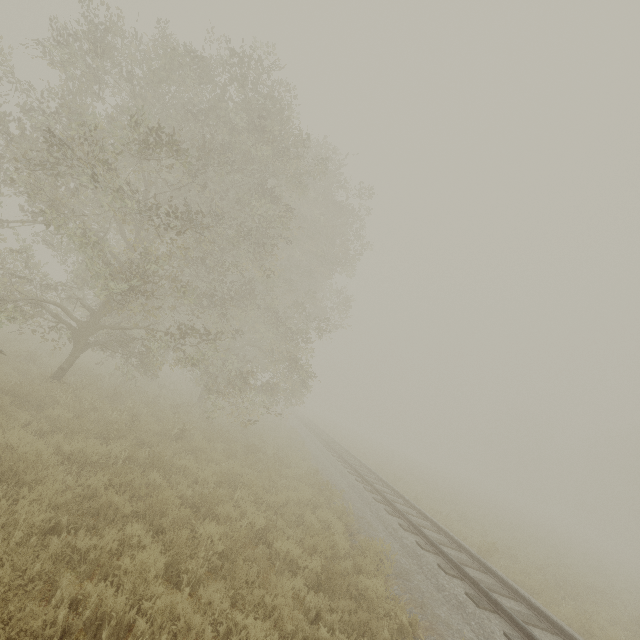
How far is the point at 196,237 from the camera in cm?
988
